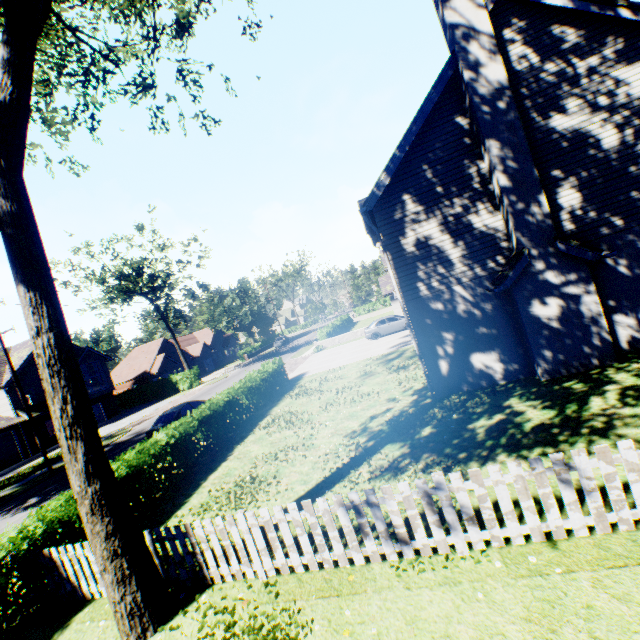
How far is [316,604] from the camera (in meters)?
4.92

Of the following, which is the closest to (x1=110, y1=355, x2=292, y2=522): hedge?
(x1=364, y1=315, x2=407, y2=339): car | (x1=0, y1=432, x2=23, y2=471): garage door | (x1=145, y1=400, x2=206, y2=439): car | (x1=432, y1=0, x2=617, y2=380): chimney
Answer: (x1=145, y1=400, x2=206, y2=439): car

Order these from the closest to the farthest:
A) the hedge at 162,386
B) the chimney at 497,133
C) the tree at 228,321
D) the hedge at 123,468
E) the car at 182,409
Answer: the chimney at 497,133, the hedge at 123,468, the car at 182,409, the hedge at 162,386, the tree at 228,321

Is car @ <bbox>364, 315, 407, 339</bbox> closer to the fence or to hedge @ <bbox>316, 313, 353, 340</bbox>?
hedge @ <bbox>316, 313, 353, 340</bbox>

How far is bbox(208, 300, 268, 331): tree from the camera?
57.19m

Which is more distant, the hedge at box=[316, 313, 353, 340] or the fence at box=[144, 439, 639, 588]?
Answer: the hedge at box=[316, 313, 353, 340]

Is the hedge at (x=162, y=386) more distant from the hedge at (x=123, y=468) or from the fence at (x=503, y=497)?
the fence at (x=503, y=497)

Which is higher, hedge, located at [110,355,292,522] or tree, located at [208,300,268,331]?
tree, located at [208,300,268,331]
